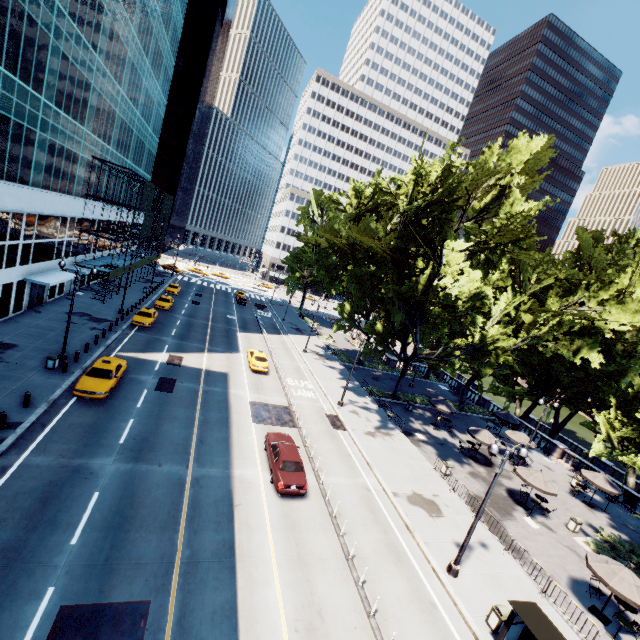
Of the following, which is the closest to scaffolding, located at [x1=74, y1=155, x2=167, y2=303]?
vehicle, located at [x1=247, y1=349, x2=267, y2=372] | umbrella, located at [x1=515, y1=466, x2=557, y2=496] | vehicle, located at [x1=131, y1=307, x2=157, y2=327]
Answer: vehicle, located at [x1=131, y1=307, x2=157, y2=327]

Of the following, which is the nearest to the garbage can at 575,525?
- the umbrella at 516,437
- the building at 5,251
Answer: the umbrella at 516,437

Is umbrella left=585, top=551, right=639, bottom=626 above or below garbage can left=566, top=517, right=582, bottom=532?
above

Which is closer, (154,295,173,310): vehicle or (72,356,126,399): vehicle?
(72,356,126,399): vehicle

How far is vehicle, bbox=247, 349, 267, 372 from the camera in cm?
3211

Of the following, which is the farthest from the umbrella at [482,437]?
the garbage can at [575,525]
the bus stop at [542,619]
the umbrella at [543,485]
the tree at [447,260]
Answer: the bus stop at [542,619]

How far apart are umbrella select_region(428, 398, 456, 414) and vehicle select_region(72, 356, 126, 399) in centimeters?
2783cm

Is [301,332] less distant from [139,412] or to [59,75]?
[139,412]
